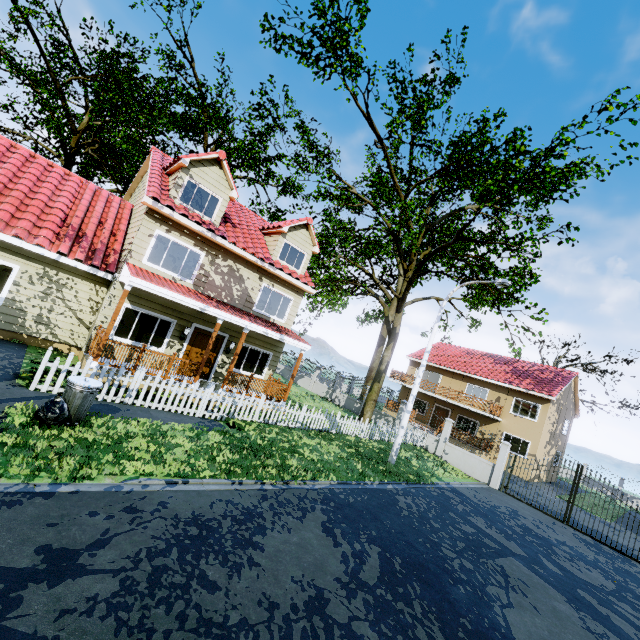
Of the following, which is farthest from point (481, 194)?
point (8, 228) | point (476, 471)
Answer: point (8, 228)

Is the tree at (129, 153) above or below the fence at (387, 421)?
above

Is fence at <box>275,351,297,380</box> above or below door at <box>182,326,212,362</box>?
below

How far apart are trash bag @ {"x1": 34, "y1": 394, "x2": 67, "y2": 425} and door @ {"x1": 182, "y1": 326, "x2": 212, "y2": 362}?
6.6 meters

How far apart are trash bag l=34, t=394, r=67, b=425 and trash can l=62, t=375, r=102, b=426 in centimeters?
2cm

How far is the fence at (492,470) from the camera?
17.41m

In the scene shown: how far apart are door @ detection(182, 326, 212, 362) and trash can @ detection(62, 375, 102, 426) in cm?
606

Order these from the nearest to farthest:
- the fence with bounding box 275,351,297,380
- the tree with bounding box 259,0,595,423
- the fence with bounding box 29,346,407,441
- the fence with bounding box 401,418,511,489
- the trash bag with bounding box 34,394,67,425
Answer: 1. the trash bag with bounding box 34,394,67,425
2. the fence with bounding box 29,346,407,441
3. the tree with bounding box 259,0,595,423
4. the fence with bounding box 401,418,511,489
5. the fence with bounding box 275,351,297,380
